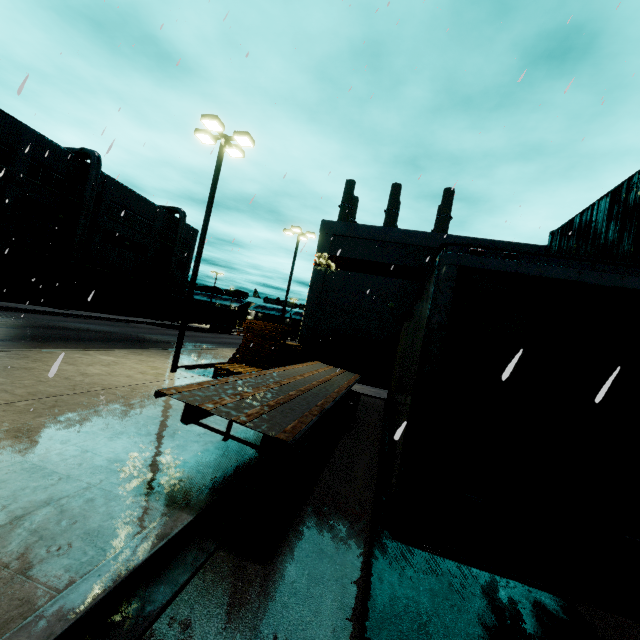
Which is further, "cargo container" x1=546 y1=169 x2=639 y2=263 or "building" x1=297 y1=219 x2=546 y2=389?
"building" x1=297 y1=219 x2=546 y2=389

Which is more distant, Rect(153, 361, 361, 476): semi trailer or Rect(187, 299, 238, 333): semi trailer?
Rect(187, 299, 238, 333): semi trailer

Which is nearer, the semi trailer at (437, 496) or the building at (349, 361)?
the semi trailer at (437, 496)

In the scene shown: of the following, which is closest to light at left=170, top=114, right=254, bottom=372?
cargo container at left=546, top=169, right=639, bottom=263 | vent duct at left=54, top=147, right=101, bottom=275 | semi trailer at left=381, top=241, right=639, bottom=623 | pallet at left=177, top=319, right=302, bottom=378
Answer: semi trailer at left=381, top=241, right=639, bottom=623

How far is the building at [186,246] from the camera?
47.97m

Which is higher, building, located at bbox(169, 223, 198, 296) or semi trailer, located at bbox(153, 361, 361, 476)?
building, located at bbox(169, 223, 198, 296)

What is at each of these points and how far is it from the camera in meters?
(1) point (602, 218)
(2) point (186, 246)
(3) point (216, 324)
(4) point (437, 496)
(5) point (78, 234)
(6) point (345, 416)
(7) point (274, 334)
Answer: (1) cargo container, 8.5 m
(2) building, 49.2 m
(3) semi trailer, 46.7 m
(4) semi trailer, 2.9 m
(5) vent duct, 31.1 m
(6) semi trailer, 10.4 m
(7) pallet, 14.9 m

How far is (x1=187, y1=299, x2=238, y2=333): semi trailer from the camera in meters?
41.5
